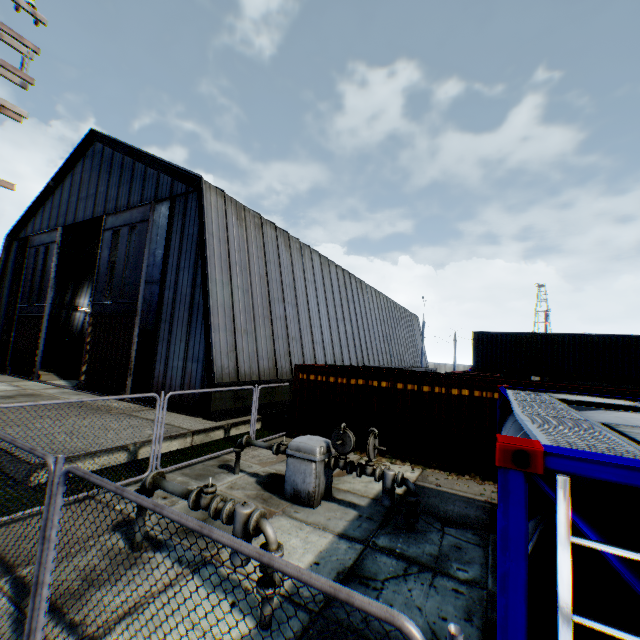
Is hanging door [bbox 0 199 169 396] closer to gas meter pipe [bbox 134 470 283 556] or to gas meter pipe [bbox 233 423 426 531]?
gas meter pipe [bbox 233 423 426 531]

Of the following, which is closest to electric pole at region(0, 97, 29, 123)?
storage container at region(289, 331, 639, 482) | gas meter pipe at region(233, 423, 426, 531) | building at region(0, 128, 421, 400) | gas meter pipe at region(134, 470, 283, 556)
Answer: gas meter pipe at region(134, 470, 283, 556)

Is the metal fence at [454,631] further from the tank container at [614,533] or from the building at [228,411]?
the building at [228,411]

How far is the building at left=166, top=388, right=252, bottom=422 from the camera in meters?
13.2 m

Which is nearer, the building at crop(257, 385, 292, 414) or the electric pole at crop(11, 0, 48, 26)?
the electric pole at crop(11, 0, 48, 26)

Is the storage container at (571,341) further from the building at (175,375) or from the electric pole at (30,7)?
the electric pole at (30,7)

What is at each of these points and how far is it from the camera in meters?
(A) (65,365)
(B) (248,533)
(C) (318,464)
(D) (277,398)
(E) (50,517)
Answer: (A) storage container, 27.5
(B) gas meter pipe, 4.2
(C) gas meter pipe, 7.3
(D) building, 16.9
(E) metal fence, 3.2

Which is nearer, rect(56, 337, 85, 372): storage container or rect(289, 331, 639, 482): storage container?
rect(289, 331, 639, 482): storage container
